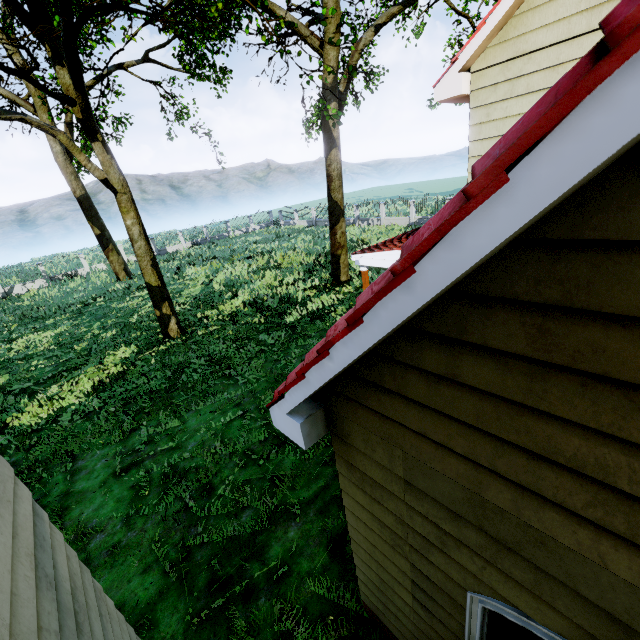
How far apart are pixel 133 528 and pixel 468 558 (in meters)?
6.11
